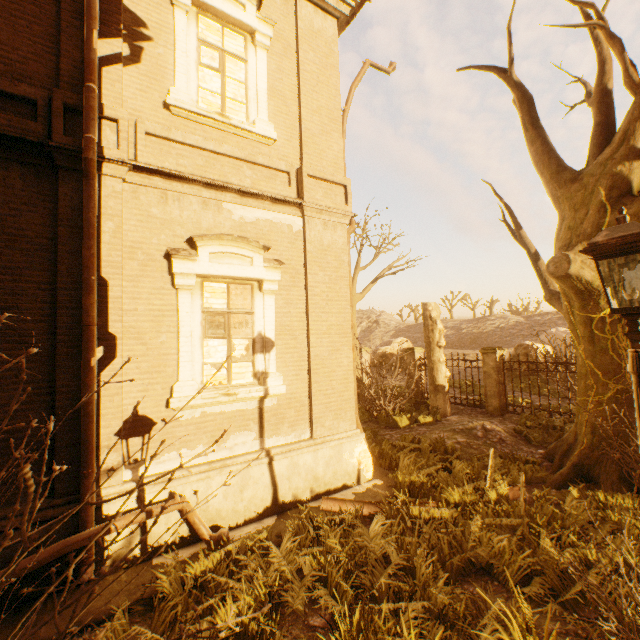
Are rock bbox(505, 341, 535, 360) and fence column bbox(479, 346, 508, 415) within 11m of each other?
yes

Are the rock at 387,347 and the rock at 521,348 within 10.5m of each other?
no

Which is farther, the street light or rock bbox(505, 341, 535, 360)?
rock bbox(505, 341, 535, 360)

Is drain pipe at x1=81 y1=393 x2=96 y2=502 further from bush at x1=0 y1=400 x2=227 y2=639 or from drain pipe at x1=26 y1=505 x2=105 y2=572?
bush at x1=0 y1=400 x2=227 y2=639

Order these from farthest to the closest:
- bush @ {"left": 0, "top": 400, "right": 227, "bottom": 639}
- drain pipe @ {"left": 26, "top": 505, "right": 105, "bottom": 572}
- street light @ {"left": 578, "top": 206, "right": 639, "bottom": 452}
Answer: drain pipe @ {"left": 26, "top": 505, "right": 105, "bottom": 572}, street light @ {"left": 578, "top": 206, "right": 639, "bottom": 452}, bush @ {"left": 0, "top": 400, "right": 227, "bottom": 639}

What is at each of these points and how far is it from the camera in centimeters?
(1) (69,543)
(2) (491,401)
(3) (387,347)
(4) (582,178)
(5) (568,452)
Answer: (1) drain pipe, 383cm
(2) fence column, 1251cm
(3) rock, 3228cm
(4) tree, 627cm
(5) tree, 703cm

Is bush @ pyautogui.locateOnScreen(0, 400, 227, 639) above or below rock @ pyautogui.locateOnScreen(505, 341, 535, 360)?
above

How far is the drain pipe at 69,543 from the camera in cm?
366
